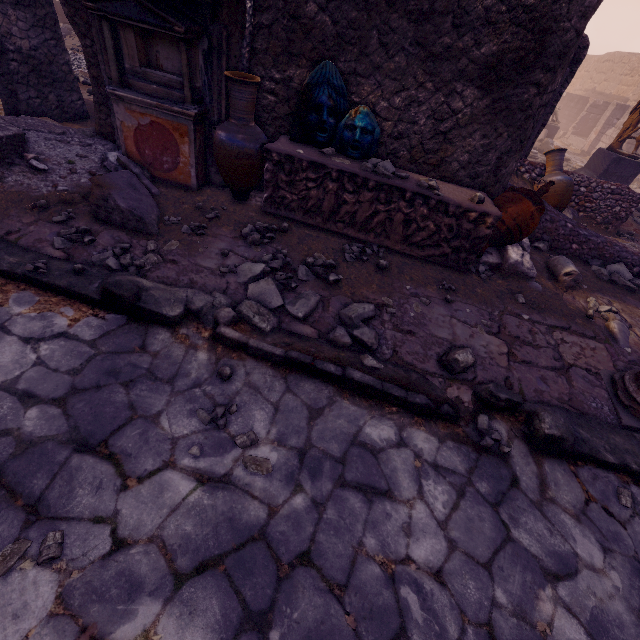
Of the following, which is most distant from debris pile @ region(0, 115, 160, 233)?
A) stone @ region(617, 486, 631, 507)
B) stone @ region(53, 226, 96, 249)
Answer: stone @ region(617, 486, 631, 507)

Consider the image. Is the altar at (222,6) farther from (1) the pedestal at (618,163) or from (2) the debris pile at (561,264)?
(1) the pedestal at (618,163)

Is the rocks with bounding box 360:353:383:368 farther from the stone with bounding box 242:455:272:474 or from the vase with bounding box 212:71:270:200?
the vase with bounding box 212:71:270:200

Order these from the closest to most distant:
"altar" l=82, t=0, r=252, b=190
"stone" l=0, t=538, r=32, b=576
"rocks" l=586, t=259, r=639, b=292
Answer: "stone" l=0, t=538, r=32, b=576, "altar" l=82, t=0, r=252, b=190, "rocks" l=586, t=259, r=639, b=292

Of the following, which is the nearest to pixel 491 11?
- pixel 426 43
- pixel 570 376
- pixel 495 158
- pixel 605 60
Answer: pixel 426 43

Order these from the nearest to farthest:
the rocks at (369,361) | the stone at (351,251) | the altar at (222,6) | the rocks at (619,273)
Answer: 1. the rocks at (369,361)
2. the altar at (222,6)
3. the stone at (351,251)
4. the rocks at (619,273)

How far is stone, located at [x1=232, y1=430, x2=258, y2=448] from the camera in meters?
→ 2.1 m

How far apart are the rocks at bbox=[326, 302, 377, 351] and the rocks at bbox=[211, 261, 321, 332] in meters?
0.2
